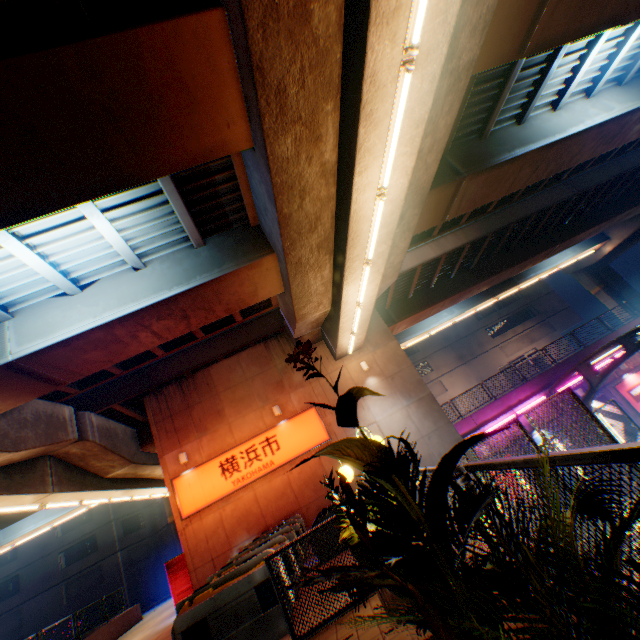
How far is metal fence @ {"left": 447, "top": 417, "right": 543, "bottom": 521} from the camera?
2.5m

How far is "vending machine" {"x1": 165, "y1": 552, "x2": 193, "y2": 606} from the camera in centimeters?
1203cm

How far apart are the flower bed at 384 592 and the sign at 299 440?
9.14m

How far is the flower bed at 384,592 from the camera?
3.9m

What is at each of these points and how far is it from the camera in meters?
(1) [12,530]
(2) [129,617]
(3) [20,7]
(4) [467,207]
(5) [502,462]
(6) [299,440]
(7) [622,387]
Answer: (1) overpass support, 20.4 m
(2) concrete block, 18.9 m
(3) pipe, 3.9 m
(4) overpass support, 12.4 m
(5) metal fence, 2.7 m
(6) sign, 14.1 m
(7) billboard, 19.2 m

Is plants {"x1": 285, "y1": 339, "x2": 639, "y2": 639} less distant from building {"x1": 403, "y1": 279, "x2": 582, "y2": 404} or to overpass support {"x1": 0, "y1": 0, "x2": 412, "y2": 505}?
overpass support {"x1": 0, "y1": 0, "x2": 412, "y2": 505}

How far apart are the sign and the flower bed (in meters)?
9.14

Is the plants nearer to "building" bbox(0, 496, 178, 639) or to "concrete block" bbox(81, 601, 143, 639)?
"concrete block" bbox(81, 601, 143, 639)
